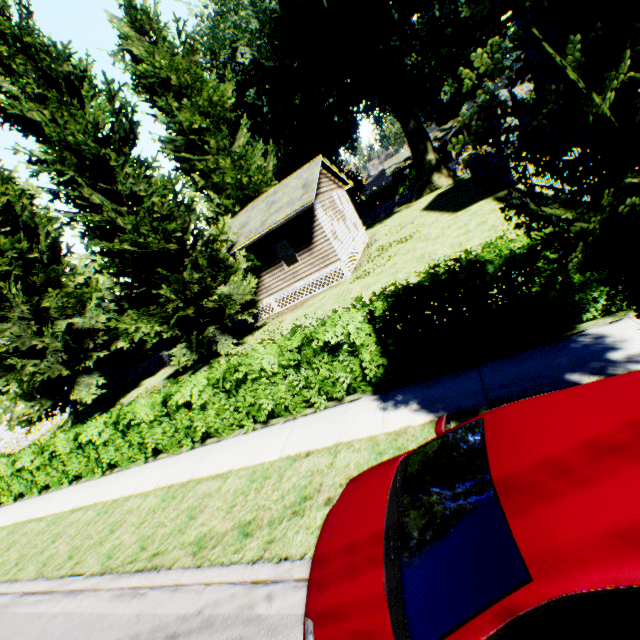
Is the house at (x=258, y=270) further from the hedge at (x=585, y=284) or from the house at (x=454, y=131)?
the house at (x=454, y=131)

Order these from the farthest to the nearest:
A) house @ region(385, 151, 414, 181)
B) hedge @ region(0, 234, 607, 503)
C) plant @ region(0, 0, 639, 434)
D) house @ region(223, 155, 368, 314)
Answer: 1. house @ region(385, 151, 414, 181)
2. house @ region(223, 155, 368, 314)
3. hedge @ region(0, 234, 607, 503)
4. plant @ region(0, 0, 639, 434)

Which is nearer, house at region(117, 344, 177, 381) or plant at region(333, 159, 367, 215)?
house at region(117, 344, 177, 381)

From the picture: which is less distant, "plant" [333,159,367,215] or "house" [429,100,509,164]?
"plant" [333,159,367,215]

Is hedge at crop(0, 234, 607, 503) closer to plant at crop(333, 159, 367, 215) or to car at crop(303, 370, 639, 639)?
plant at crop(333, 159, 367, 215)

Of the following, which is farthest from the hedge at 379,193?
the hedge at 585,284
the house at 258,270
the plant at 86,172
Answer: the hedge at 585,284

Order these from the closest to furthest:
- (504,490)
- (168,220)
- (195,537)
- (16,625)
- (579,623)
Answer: (579,623)
(504,490)
(195,537)
(16,625)
(168,220)

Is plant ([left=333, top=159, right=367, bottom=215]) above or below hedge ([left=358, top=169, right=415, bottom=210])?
above
